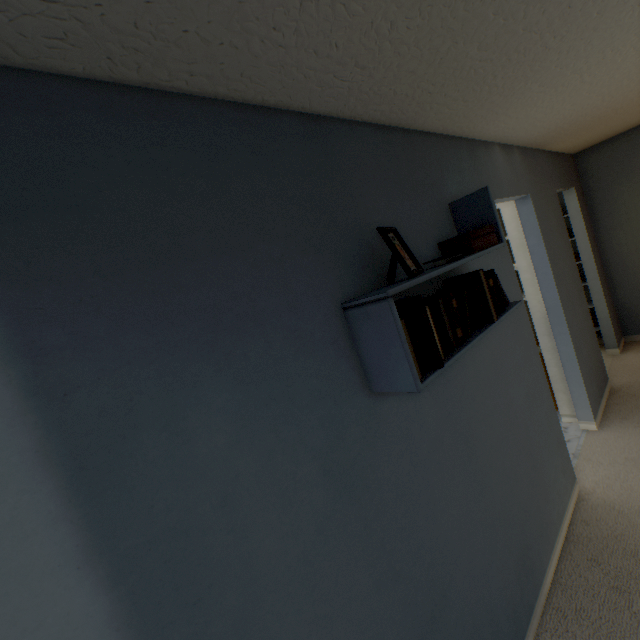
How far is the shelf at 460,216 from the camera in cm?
95

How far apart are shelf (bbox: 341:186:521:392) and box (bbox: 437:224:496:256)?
0.0m

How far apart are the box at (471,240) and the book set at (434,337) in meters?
0.1

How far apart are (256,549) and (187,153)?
1.0m

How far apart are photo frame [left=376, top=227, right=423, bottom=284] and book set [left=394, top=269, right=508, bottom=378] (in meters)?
0.12

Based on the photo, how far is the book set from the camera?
1.0m

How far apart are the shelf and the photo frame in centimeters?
9cm

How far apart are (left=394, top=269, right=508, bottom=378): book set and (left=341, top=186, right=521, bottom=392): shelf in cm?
1
